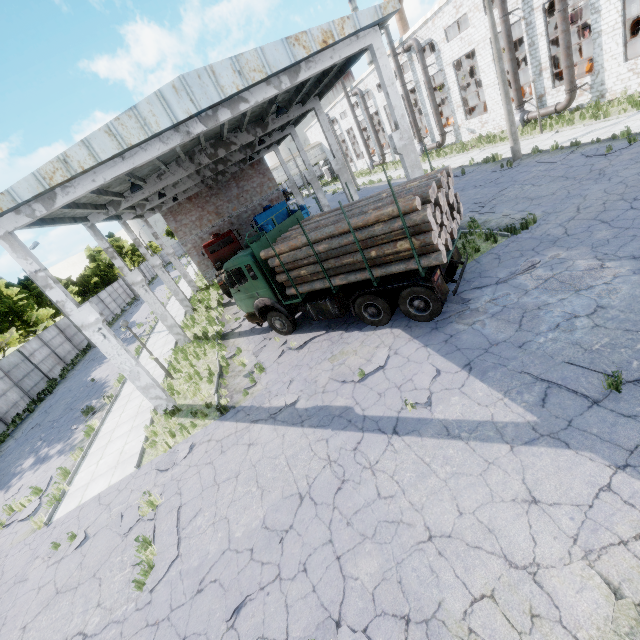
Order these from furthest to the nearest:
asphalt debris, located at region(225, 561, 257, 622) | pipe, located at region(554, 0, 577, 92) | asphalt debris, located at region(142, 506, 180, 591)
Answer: pipe, located at region(554, 0, 577, 92)
asphalt debris, located at region(142, 506, 180, 591)
asphalt debris, located at region(225, 561, 257, 622)

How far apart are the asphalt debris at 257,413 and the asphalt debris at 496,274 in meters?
6.3 m

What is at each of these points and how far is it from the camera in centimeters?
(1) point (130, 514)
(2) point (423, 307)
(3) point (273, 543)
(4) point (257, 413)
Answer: (1) asphalt debris, 842cm
(2) truck, 934cm
(3) asphalt debris, 592cm
(4) asphalt debris, 957cm

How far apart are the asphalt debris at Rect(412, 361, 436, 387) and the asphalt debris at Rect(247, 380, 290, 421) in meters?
3.2

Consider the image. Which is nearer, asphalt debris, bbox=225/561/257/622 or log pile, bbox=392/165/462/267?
asphalt debris, bbox=225/561/257/622

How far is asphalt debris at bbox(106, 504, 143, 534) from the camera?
8.05m

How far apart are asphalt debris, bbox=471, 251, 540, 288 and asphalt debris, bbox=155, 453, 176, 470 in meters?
9.9 m

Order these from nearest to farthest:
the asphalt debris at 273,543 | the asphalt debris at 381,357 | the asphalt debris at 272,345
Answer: the asphalt debris at 273,543
the asphalt debris at 381,357
the asphalt debris at 272,345
